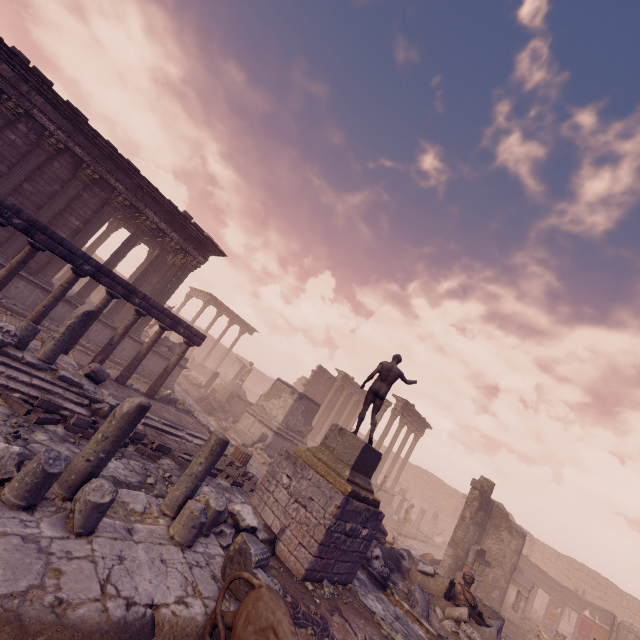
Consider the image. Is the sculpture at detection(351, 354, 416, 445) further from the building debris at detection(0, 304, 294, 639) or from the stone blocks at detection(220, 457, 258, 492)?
the stone blocks at detection(220, 457, 258, 492)

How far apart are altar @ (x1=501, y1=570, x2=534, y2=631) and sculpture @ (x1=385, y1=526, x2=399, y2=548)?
7.2m

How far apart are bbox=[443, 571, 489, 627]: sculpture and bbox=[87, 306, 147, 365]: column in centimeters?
1341cm

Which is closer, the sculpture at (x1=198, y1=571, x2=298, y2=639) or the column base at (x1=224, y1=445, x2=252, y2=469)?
the sculpture at (x1=198, y1=571, x2=298, y2=639)

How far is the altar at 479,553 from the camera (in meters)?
→ 15.15

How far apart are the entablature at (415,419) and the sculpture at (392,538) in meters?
10.8

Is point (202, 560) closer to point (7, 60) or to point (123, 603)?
point (123, 603)

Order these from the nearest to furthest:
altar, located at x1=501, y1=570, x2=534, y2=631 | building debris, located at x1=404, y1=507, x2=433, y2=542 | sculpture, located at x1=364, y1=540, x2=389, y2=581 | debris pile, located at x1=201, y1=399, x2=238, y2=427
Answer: sculpture, located at x1=364, y1=540, x2=389, y2=581 < altar, located at x1=501, y1=570, x2=534, y2=631 < debris pile, located at x1=201, y1=399, x2=238, y2=427 < building debris, located at x1=404, y1=507, x2=433, y2=542
